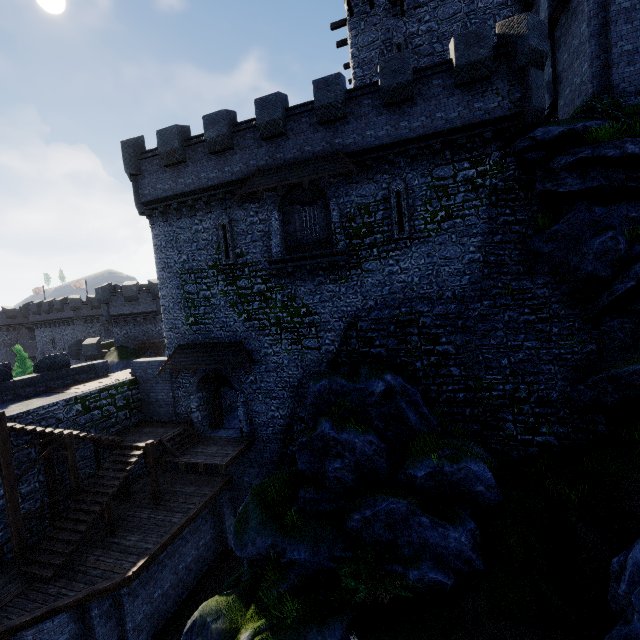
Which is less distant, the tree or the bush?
the bush

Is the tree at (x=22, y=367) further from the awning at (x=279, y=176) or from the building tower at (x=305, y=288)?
the awning at (x=279, y=176)

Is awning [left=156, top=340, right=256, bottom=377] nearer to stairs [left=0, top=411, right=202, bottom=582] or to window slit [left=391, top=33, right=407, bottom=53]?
stairs [left=0, top=411, right=202, bottom=582]

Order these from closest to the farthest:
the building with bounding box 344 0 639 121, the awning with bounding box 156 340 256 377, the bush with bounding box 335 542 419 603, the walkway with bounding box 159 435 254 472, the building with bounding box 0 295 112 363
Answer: the bush with bounding box 335 542 419 603 → the building with bounding box 344 0 639 121 → the walkway with bounding box 159 435 254 472 → the awning with bounding box 156 340 256 377 → the building with bounding box 0 295 112 363

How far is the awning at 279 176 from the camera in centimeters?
1455cm

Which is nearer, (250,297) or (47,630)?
(47,630)

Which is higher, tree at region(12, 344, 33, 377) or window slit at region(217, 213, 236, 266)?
window slit at region(217, 213, 236, 266)

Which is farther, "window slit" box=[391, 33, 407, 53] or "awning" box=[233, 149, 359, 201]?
"window slit" box=[391, 33, 407, 53]
